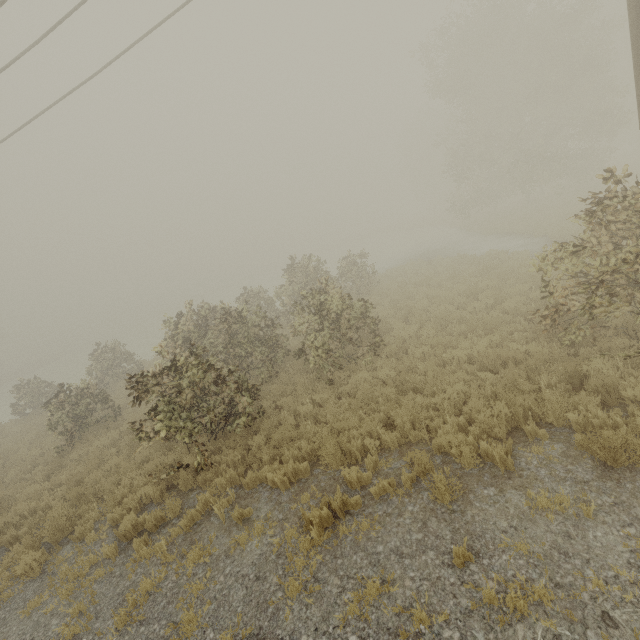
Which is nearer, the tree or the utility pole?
the utility pole

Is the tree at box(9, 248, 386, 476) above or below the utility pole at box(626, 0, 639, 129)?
below

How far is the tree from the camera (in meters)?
7.89

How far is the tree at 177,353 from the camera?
7.9 meters

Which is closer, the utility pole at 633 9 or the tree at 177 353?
the utility pole at 633 9

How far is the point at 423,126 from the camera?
52.1m
